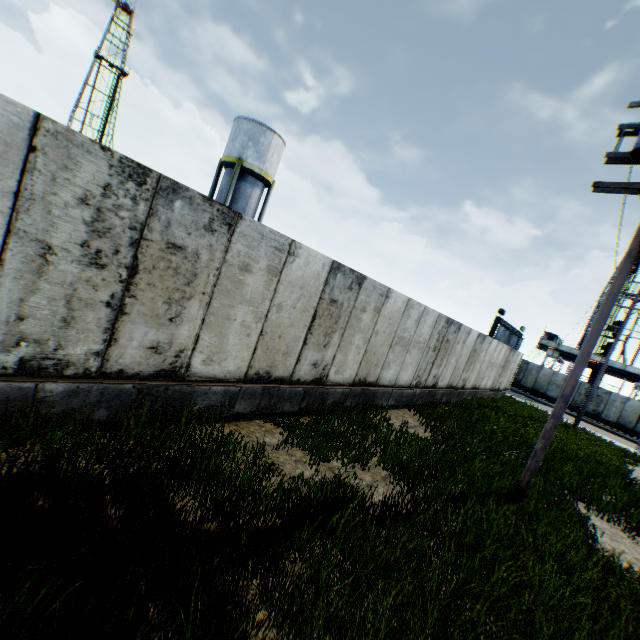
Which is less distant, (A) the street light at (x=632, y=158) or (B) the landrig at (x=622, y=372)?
(A) the street light at (x=632, y=158)

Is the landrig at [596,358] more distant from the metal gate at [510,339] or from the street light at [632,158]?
the street light at [632,158]

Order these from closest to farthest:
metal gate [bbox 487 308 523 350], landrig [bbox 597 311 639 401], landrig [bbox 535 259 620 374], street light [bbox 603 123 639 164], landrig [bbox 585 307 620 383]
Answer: street light [bbox 603 123 639 164] → metal gate [bbox 487 308 523 350] → landrig [bbox 597 311 639 401] → landrig [bbox 585 307 620 383] → landrig [bbox 535 259 620 374]

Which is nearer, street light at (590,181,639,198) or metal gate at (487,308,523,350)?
street light at (590,181,639,198)

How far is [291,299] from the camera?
6.47m

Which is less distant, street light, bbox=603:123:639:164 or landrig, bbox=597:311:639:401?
street light, bbox=603:123:639:164

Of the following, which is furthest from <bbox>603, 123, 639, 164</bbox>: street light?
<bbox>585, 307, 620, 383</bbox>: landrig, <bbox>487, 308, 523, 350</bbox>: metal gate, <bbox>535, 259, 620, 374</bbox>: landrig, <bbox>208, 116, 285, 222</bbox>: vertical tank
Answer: <bbox>585, 307, 620, 383</bbox>: landrig
